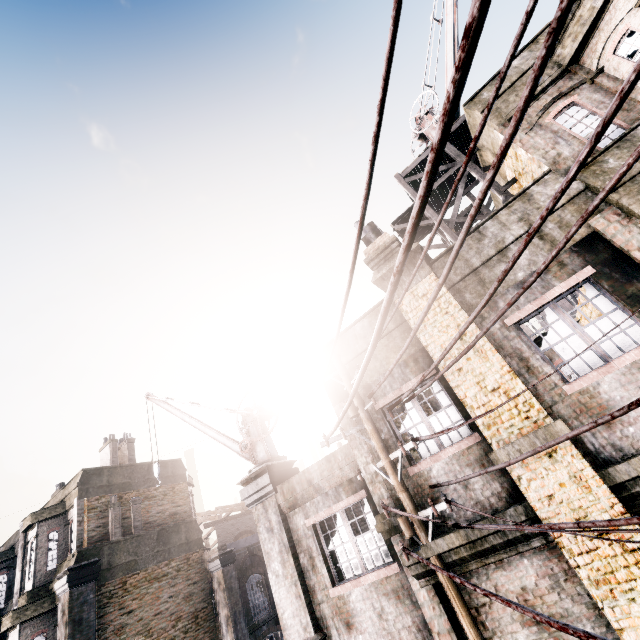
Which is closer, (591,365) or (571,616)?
→ (571,616)

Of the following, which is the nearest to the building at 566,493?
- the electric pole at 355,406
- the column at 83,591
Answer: the electric pole at 355,406

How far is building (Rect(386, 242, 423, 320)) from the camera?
7.32m

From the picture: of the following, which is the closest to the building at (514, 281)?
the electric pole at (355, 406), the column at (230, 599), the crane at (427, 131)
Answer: the electric pole at (355, 406)

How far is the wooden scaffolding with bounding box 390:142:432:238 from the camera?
10.60m

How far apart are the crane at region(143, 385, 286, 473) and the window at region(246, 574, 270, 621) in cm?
1085

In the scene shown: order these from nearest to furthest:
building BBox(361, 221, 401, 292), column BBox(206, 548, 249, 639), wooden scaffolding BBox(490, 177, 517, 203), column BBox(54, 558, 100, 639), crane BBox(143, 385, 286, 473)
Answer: building BBox(361, 221, 401, 292) < wooden scaffolding BBox(490, 177, 517, 203) < crane BBox(143, 385, 286, 473) < column BBox(54, 558, 100, 639) < column BBox(206, 548, 249, 639)
